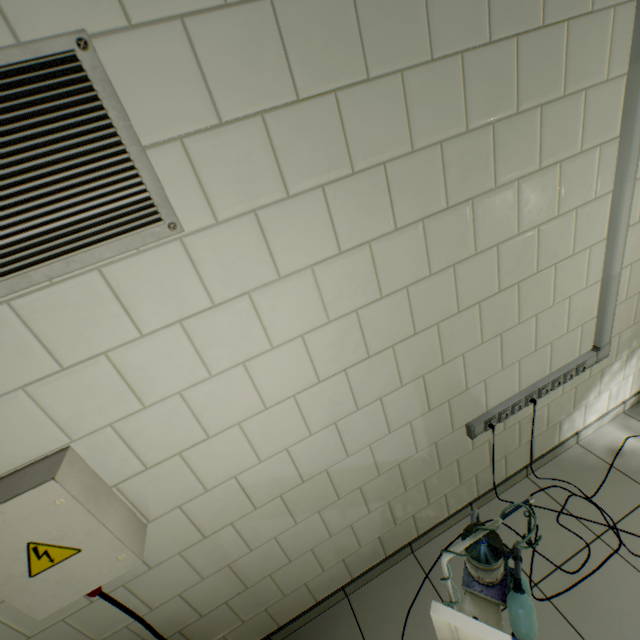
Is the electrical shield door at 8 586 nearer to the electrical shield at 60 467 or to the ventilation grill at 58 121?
the electrical shield at 60 467

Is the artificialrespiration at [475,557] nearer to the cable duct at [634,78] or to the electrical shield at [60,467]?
the cable duct at [634,78]

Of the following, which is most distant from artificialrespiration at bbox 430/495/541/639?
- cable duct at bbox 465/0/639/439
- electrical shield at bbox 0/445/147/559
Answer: electrical shield at bbox 0/445/147/559

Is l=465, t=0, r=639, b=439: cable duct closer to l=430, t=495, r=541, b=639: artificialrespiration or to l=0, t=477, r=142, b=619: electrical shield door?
l=430, t=495, r=541, b=639: artificialrespiration

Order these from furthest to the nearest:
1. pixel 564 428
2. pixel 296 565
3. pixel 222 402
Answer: pixel 564 428 < pixel 296 565 < pixel 222 402

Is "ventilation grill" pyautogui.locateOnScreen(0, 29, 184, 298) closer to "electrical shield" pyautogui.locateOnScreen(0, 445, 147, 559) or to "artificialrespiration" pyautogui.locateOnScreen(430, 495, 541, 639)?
"electrical shield" pyautogui.locateOnScreen(0, 445, 147, 559)

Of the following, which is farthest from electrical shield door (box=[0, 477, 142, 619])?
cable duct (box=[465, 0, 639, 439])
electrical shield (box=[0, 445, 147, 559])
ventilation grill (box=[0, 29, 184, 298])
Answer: cable duct (box=[465, 0, 639, 439])
